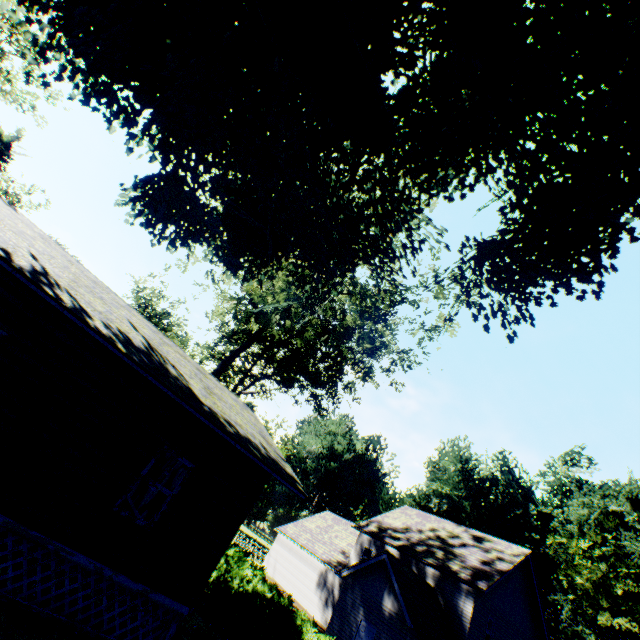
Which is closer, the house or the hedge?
the house

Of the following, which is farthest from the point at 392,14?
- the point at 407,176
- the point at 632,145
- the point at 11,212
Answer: the point at 11,212

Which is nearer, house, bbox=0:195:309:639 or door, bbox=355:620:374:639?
house, bbox=0:195:309:639

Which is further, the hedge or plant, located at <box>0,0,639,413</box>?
the hedge

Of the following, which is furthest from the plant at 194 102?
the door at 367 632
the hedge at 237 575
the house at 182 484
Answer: the door at 367 632

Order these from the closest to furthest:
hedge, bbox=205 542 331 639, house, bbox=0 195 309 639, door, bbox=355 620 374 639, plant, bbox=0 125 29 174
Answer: house, bbox=0 195 309 639 → hedge, bbox=205 542 331 639 → door, bbox=355 620 374 639 → plant, bbox=0 125 29 174

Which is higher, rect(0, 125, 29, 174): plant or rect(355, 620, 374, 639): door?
rect(0, 125, 29, 174): plant

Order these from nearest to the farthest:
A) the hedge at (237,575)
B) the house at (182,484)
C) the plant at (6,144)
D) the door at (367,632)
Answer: the house at (182,484) → the hedge at (237,575) → the door at (367,632) → the plant at (6,144)
